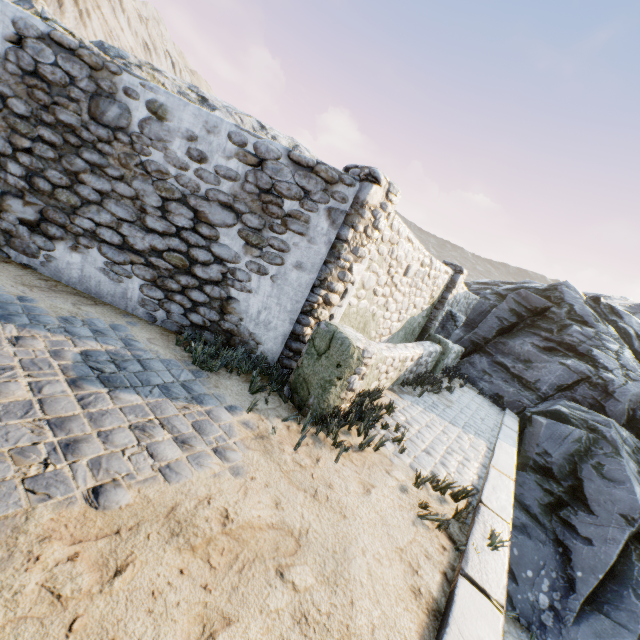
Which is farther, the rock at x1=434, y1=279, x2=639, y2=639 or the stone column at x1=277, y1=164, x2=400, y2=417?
the rock at x1=434, y1=279, x2=639, y2=639

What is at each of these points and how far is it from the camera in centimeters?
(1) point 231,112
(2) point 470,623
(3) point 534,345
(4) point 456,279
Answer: (1) rock, 1234cm
(2) stone blocks, 228cm
(3) rock, 1064cm
(4) stone column, 917cm

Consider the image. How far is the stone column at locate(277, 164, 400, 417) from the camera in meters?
4.0 m

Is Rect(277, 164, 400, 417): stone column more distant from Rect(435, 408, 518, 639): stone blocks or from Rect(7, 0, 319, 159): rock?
Rect(7, 0, 319, 159): rock

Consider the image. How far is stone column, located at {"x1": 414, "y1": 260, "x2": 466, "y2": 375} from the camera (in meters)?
8.98

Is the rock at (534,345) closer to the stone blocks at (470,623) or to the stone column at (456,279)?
the stone blocks at (470,623)

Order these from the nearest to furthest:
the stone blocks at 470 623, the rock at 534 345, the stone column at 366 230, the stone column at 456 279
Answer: the stone blocks at 470 623 → the stone column at 366 230 → the rock at 534 345 → the stone column at 456 279

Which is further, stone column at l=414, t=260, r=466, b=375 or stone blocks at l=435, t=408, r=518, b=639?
stone column at l=414, t=260, r=466, b=375
